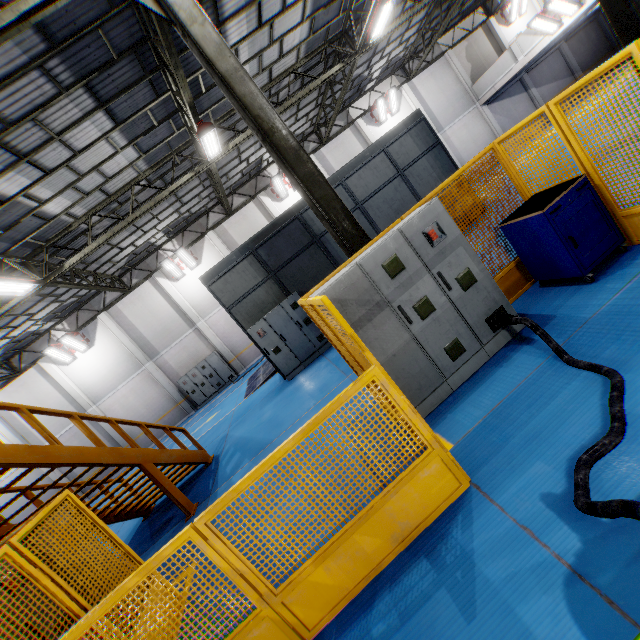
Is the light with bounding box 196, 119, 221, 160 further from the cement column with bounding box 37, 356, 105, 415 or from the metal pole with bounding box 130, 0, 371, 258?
the cement column with bounding box 37, 356, 105, 415

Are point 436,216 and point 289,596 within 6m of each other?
yes

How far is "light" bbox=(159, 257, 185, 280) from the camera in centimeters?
1838cm

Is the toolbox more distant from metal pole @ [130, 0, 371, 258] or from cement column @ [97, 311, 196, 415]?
cement column @ [97, 311, 196, 415]

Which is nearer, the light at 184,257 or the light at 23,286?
the light at 23,286

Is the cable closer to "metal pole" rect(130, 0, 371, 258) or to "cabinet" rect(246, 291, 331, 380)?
"metal pole" rect(130, 0, 371, 258)

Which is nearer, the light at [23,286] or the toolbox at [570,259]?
the toolbox at [570,259]

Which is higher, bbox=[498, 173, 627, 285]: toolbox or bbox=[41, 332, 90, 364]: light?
bbox=[41, 332, 90, 364]: light
